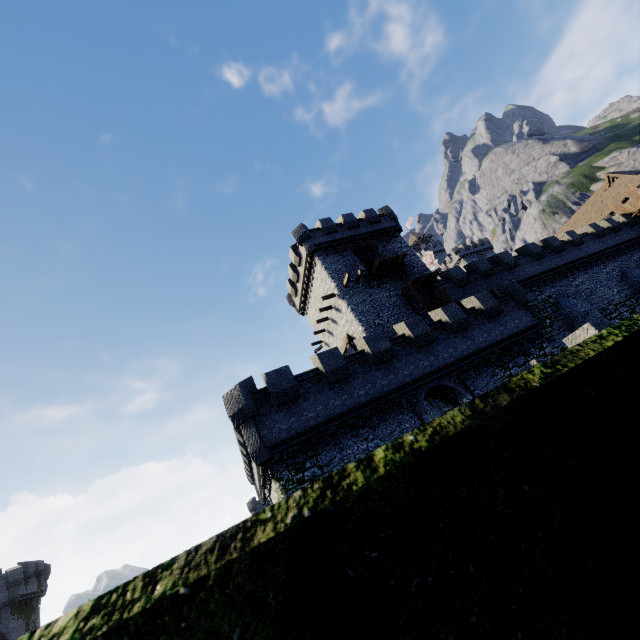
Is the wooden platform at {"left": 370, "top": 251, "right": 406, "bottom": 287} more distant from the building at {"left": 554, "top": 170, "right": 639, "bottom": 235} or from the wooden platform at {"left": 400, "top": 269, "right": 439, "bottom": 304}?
the building at {"left": 554, "top": 170, "right": 639, "bottom": 235}

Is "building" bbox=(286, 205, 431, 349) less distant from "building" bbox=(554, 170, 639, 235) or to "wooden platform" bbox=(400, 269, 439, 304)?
"wooden platform" bbox=(400, 269, 439, 304)

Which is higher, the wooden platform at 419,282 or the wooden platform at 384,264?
the wooden platform at 384,264

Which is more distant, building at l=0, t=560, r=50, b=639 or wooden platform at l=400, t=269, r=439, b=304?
building at l=0, t=560, r=50, b=639

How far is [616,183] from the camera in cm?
4594

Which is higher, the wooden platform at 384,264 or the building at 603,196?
the building at 603,196

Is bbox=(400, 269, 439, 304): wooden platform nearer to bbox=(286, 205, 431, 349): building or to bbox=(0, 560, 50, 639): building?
bbox=(286, 205, 431, 349): building

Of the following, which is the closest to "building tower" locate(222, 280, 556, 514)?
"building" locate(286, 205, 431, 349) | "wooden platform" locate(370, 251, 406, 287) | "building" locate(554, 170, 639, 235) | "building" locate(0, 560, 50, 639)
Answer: "building" locate(286, 205, 431, 349)
